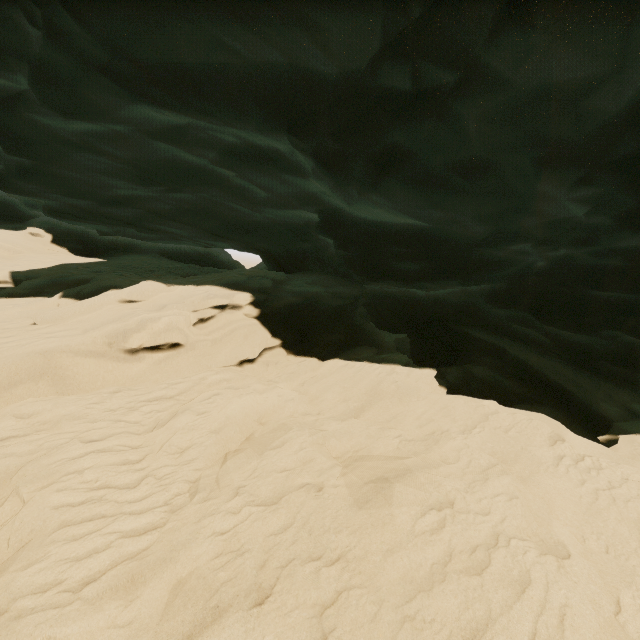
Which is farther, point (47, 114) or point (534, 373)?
point (534, 373)
